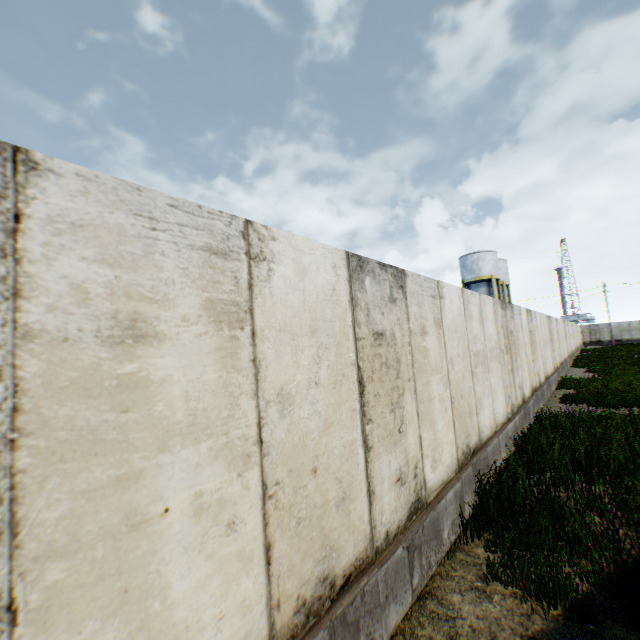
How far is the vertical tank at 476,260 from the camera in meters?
36.2 m

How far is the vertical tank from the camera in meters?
36.2

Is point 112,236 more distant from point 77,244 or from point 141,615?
point 141,615
